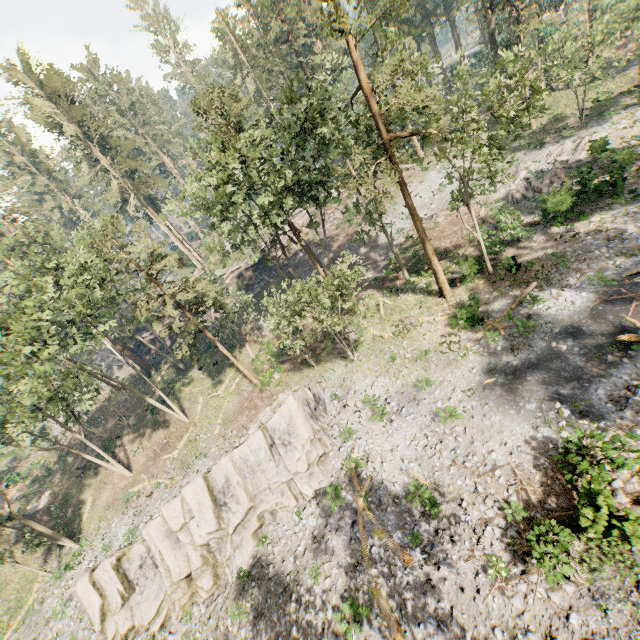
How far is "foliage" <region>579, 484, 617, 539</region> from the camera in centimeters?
1050cm

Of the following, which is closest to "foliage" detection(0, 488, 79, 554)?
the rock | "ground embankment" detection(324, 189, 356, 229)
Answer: "ground embankment" detection(324, 189, 356, 229)

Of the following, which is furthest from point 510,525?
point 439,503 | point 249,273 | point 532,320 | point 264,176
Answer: point 249,273

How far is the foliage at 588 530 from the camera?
10.50m

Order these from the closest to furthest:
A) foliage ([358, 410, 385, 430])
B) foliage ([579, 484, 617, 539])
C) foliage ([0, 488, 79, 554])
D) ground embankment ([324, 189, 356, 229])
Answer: foliage ([579, 484, 617, 539])
foliage ([358, 410, 385, 430])
foliage ([0, 488, 79, 554])
ground embankment ([324, 189, 356, 229])

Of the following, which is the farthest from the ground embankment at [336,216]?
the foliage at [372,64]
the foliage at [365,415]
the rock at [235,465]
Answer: the foliage at [365,415]

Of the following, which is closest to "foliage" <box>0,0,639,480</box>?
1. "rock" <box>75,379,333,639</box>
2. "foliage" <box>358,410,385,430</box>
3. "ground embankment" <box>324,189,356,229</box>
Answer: "ground embankment" <box>324,189,356,229</box>
